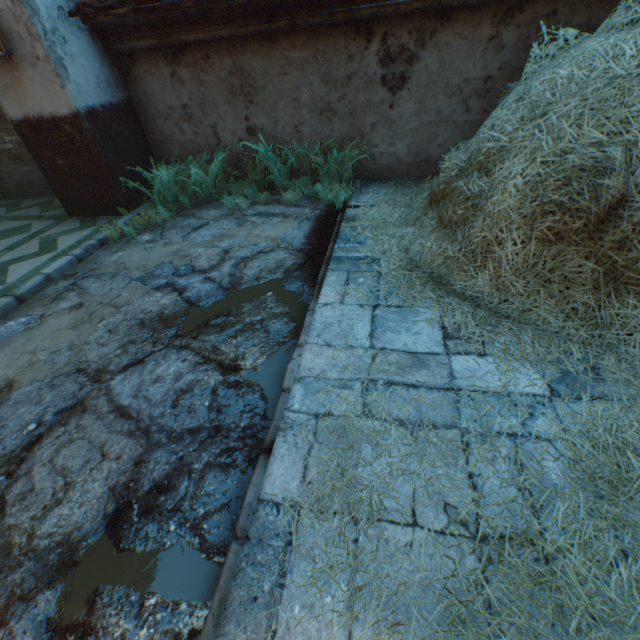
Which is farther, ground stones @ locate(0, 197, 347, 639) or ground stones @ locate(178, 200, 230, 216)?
ground stones @ locate(178, 200, 230, 216)

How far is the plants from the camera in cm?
403

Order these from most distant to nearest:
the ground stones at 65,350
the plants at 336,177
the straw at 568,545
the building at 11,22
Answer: the plants at 336,177 < the building at 11,22 < the ground stones at 65,350 < the straw at 568,545

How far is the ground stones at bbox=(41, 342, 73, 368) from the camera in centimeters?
232cm

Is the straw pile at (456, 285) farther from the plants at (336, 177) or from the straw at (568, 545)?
the plants at (336, 177)

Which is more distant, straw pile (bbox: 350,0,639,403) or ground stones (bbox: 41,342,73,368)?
ground stones (bbox: 41,342,73,368)

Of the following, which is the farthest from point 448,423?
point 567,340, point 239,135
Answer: point 239,135

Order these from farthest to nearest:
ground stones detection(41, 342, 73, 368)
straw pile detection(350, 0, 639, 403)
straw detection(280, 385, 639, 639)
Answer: ground stones detection(41, 342, 73, 368)
straw pile detection(350, 0, 639, 403)
straw detection(280, 385, 639, 639)
